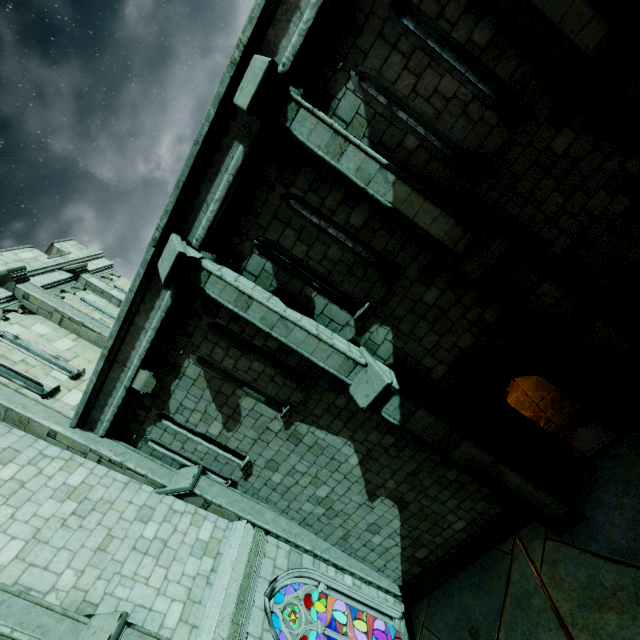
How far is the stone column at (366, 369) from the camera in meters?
6.1

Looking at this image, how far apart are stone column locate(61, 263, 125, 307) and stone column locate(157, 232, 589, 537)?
7.27m

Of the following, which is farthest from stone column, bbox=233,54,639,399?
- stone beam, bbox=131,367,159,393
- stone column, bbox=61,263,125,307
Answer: stone column, bbox=61,263,125,307

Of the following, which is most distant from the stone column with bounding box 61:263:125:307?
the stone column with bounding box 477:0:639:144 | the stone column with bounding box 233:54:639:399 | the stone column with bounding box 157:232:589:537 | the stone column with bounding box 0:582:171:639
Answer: the stone column with bounding box 477:0:639:144

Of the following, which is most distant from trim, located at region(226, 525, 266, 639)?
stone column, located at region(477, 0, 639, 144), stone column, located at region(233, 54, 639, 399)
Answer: stone column, located at region(477, 0, 639, 144)

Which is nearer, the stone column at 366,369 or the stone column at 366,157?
the stone column at 366,157

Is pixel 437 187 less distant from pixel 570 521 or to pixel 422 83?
pixel 422 83

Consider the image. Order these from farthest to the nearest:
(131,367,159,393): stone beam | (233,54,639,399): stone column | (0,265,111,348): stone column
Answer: (0,265,111,348): stone column → (131,367,159,393): stone beam → (233,54,639,399): stone column
